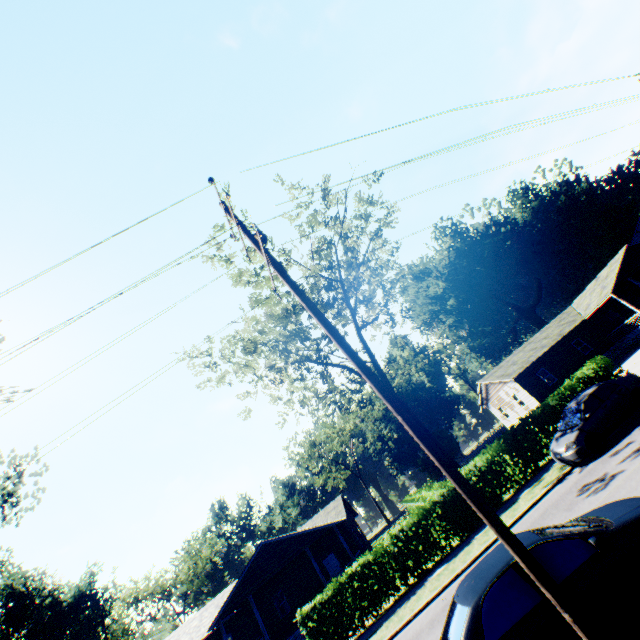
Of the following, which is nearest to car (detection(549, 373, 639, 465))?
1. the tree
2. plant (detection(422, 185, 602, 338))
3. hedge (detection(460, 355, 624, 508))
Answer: hedge (detection(460, 355, 624, 508))

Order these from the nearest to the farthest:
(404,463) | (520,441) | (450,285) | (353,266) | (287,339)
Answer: (520,441), (353,266), (287,339), (450,285), (404,463)

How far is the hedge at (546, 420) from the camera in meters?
16.2 m

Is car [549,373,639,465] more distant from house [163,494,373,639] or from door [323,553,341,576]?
door [323,553,341,576]

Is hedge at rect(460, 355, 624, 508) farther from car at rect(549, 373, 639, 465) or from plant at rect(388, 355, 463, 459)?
plant at rect(388, 355, 463, 459)

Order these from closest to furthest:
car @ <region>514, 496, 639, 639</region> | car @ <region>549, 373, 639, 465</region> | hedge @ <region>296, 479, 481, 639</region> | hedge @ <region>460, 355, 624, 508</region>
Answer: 1. car @ <region>514, 496, 639, 639</region>
2. car @ <region>549, 373, 639, 465</region>
3. hedge @ <region>296, 479, 481, 639</region>
4. hedge @ <region>460, 355, 624, 508</region>

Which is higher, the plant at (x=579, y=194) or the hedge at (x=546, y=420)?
the plant at (x=579, y=194)

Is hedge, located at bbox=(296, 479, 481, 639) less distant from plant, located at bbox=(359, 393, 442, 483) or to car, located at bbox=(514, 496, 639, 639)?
car, located at bbox=(514, 496, 639, 639)
